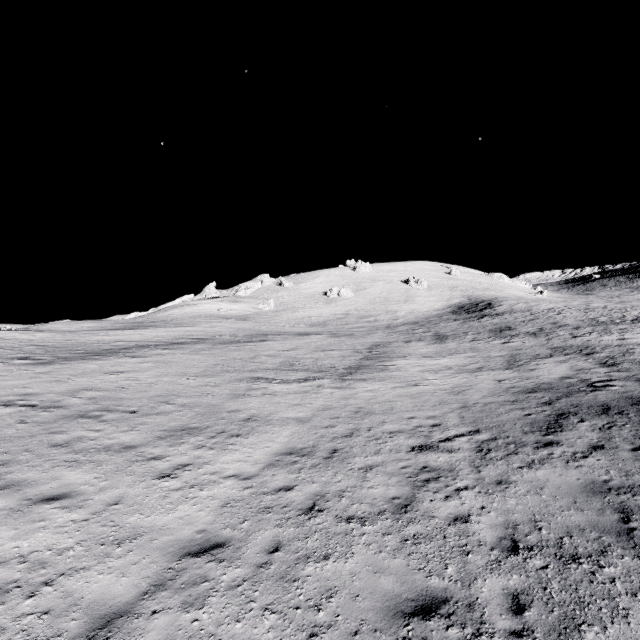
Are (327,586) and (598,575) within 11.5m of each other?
yes
